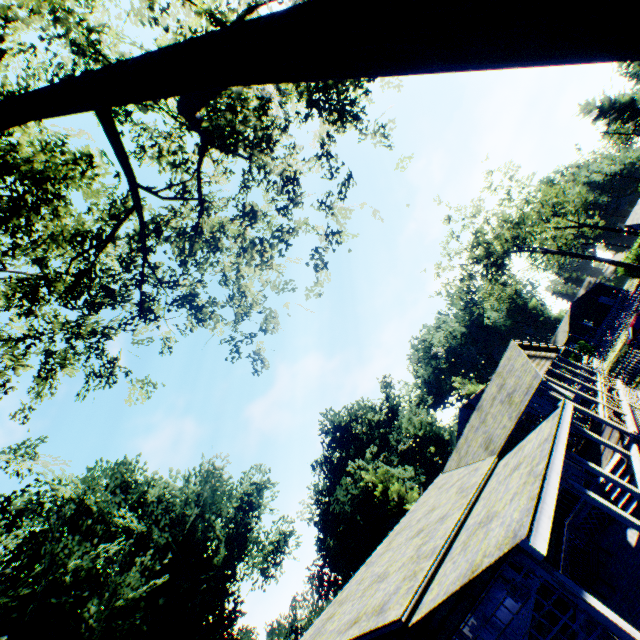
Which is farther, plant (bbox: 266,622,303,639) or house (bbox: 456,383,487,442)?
plant (bbox: 266,622,303,639)

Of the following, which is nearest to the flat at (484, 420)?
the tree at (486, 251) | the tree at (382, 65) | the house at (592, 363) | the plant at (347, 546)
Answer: the house at (592, 363)

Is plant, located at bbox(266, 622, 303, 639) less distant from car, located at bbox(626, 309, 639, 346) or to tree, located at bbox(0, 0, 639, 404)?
tree, located at bbox(0, 0, 639, 404)

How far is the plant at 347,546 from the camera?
42.0 meters

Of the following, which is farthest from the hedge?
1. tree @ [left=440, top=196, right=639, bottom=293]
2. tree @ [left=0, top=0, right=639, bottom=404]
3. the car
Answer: tree @ [left=0, top=0, right=639, bottom=404]

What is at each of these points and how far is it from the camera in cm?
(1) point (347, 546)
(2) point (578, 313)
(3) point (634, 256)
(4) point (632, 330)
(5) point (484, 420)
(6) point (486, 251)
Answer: (1) plant, 4469
(2) house, 5862
(3) hedge, 4853
(4) car, 2269
(5) flat, 1845
(6) tree, 3869

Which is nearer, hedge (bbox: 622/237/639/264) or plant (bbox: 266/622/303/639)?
hedge (bbox: 622/237/639/264)

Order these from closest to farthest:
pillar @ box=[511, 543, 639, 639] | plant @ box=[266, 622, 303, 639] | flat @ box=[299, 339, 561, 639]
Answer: pillar @ box=[511, 543, 639, 639]
flat @ box=[299, 339, 561, 639]
plant @ box=[266, 622, 303, 639]
